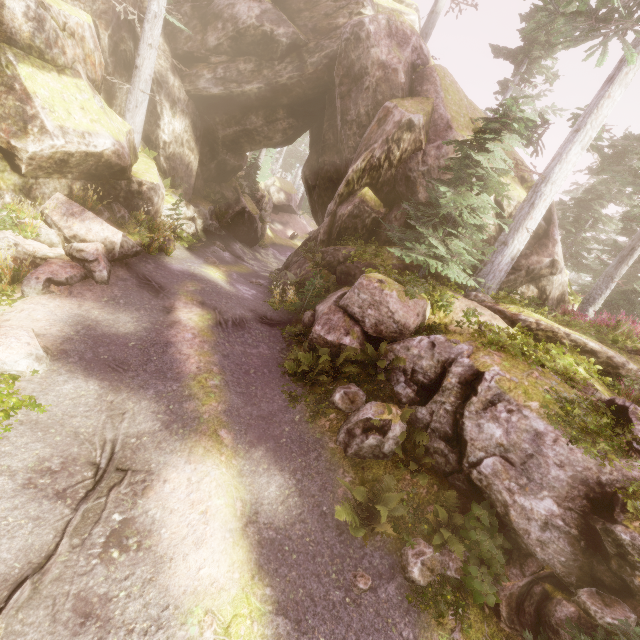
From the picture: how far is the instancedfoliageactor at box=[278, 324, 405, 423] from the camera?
9.03m

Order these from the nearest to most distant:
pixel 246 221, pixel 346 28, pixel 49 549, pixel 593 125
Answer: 1. pixel 49 549
2. pixel 593 125
3. pixel 346 28
4. pixel 246 221

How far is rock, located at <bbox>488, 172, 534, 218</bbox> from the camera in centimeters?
1362cm

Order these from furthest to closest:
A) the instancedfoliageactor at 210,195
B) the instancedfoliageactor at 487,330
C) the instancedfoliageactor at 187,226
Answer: the instancedfoliageactor at 210,195
the instancedfoliageactor at 187,226
the instancedfoliageactor at 487,330

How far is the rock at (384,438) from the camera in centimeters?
786cm

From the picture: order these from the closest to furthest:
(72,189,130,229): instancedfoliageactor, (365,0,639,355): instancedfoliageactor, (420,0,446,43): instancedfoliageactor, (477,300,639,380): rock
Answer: (477,300,639,380): rock, (365,0,639,355): instancedfoliageactor, (72,189,130,229): instancedfoliageactor, (420,0,446,43): instancedfoliageactor
